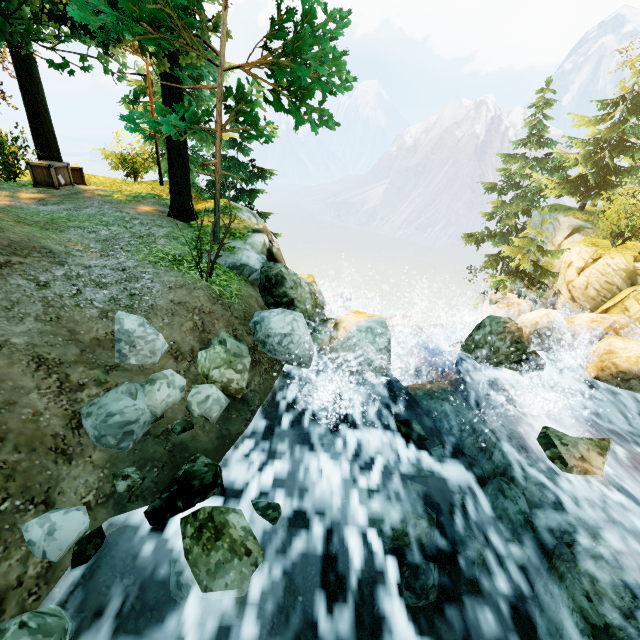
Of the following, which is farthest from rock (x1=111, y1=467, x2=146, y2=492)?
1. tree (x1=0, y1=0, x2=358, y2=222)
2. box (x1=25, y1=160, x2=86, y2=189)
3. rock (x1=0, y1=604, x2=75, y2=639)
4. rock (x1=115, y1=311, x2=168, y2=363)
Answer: box (x1=25, y1=160, x2=86, y2=189)

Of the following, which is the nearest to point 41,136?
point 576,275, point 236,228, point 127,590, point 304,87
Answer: point 236,228

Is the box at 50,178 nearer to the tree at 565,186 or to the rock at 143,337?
the tree at 565,186

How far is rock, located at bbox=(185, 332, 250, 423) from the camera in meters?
4.6

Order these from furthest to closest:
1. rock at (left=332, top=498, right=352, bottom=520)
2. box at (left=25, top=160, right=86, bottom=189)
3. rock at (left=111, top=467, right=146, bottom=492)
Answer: box at (left=25, top=160, right=86, bottom=189)
rock at (left=332, top=498, right=352, bottom=520)
rock at (left=111, top=467, right=146, bottom=492)

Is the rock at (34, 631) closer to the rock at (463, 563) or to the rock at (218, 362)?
the rock at (218, 362)

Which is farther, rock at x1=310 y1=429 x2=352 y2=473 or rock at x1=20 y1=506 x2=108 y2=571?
rock at x1=310 y1=429 x2=352 y2=473

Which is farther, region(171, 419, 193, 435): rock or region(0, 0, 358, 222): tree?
region(0, 0, 358, 222): tree
